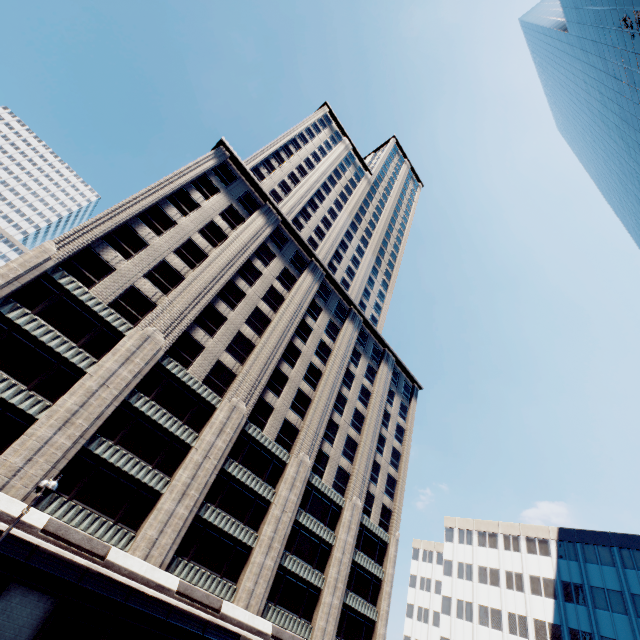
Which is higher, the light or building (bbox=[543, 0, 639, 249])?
building (bbox=[543, 0, 639, 249])

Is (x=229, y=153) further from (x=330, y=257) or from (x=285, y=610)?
(x=285, y=610)

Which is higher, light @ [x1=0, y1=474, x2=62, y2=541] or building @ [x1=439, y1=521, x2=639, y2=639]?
building @ [x1=439, y1=521, x2=639, y2=639]

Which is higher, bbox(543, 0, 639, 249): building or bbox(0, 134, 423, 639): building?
bbox(543, 0, 639, 249): building

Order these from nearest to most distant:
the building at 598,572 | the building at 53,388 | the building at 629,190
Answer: the building at 53,388
the building at 629,190
the building at 598,572

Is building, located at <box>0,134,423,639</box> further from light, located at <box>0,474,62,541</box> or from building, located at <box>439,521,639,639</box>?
building, located at <box>439,521,639,639</box>

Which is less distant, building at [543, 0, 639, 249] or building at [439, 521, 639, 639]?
building at [543, 0, 639, 249]

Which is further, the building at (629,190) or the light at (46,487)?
the building at (629,190)
